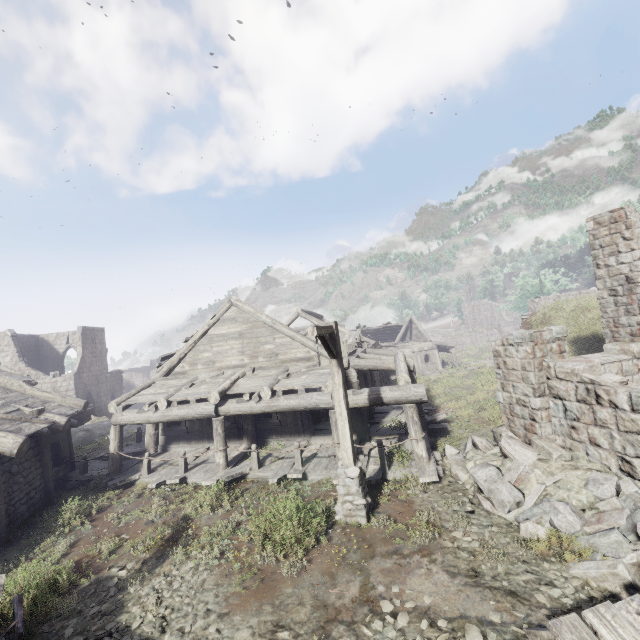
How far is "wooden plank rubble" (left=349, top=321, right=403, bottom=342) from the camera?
39.03m

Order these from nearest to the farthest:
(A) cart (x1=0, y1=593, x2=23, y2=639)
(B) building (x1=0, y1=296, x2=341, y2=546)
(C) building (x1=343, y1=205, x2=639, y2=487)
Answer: (A) cart (x1=0, y1=593, x2=23, y2=639)
(C) building (x1=343, y1=205, x2=639, y2=487)
(B) building (x1=0, y1=296, x2=341, y2=546)

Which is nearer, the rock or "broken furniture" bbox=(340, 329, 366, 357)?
"broken furniture" bbox=(340, 329, 366, 357)

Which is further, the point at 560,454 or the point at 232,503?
the point at 232,503

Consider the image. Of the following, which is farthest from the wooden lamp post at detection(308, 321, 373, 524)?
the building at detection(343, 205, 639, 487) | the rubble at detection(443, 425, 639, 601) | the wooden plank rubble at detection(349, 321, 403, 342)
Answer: the wooden plank rubble at detection(349, 321, 403, 342)

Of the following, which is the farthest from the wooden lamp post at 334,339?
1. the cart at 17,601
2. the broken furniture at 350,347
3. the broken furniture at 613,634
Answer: the broken furniture at 350,347

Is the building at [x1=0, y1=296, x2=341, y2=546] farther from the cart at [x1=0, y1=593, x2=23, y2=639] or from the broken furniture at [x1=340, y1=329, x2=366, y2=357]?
the cart at [x1=0, y1=593, x2=23, y2=639]

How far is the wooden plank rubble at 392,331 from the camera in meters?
39.0
